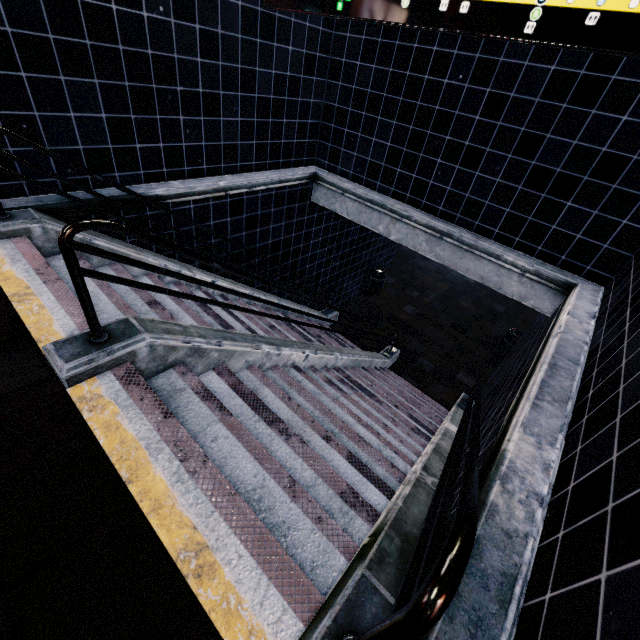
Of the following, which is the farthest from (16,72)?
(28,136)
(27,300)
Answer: (27,300)
